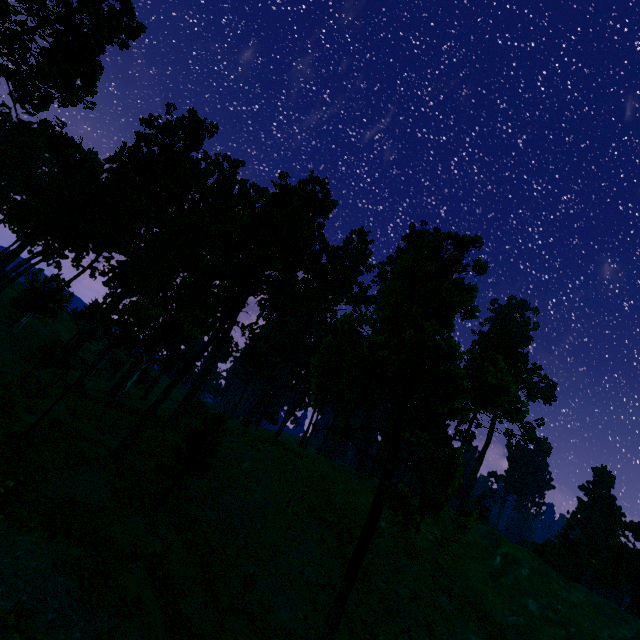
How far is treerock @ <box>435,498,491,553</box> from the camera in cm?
914

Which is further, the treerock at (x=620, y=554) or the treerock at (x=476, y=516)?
the treerock at (x=620, y=554)

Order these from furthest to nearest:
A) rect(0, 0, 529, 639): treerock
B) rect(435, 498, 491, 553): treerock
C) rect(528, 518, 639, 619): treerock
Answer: rect(528, 518, 639, 619): treerock
rect(0, 0, 529, 639): treerock
rect(435, 498, 491, 553): treerock

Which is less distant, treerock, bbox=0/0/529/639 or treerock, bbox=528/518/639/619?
treerock, bbox=0/0/529/639

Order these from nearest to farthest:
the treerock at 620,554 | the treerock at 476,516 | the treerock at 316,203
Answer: the treerock at 476,516, the treerock at 316,203, the treerock at 620,554

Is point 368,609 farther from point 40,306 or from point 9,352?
point 40,306
